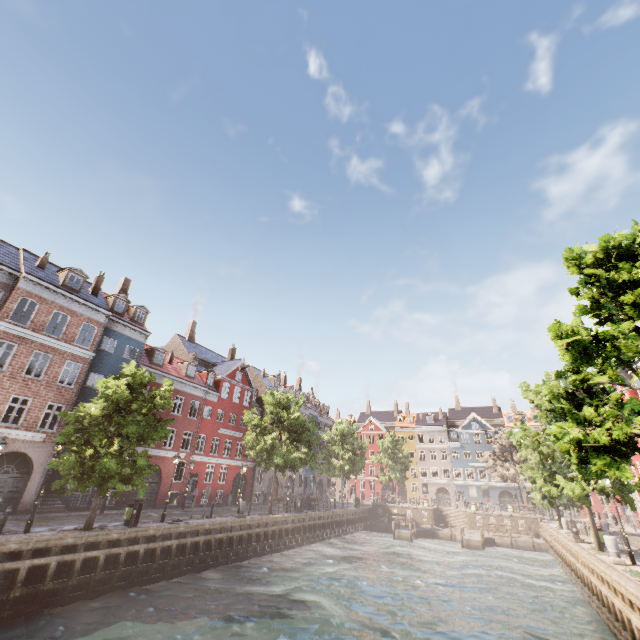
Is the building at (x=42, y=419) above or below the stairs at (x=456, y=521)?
above

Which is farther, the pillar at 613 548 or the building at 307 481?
the building at 307 481

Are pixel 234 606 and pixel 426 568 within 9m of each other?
no

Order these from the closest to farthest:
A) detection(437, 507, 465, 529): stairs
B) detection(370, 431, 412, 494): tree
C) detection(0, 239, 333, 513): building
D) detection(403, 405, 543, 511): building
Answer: detection(0, 239, 333, 513): building, detection(437, 507, 465, 529): stairs, detection(370, 431, 412, 494): tree, detection(403, 405, 543, 511): building

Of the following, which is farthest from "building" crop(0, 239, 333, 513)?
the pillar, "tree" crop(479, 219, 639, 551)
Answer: the pillar

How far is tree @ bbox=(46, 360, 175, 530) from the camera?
15.0 meters

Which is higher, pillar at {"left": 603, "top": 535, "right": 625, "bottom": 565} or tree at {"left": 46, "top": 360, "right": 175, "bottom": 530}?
tree at {"left": 46, "top": 360, "right": 175, "bottom": 530}

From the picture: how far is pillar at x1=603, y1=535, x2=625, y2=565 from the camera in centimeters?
1459cm
